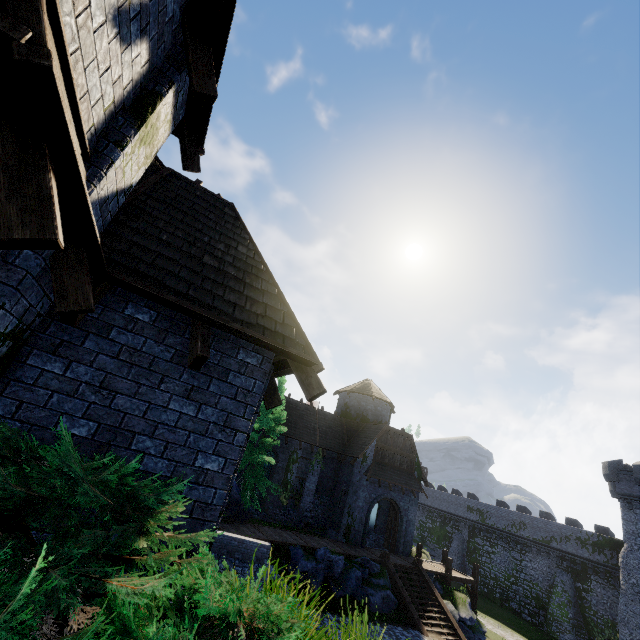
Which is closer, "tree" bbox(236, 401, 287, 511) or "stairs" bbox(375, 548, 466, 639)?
"stairs" bbox(375, 548, 466, 639)

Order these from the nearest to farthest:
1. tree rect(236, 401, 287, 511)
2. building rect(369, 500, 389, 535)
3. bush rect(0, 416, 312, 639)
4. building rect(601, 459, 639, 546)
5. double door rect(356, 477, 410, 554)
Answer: bush rect(0, 416, 312, 639), tree rect(236, 401, 287, 511), double door rect(356, 477, 410, 554), building rect(369, 500, 389, 535), building rect(601, 459, 639, 546)

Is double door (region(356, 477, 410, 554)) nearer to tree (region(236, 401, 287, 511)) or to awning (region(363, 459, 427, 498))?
awning (region(363, 459, 427, 498))

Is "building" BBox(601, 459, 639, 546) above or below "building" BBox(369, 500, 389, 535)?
above

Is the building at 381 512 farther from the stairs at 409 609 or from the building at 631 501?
the building at 631 501

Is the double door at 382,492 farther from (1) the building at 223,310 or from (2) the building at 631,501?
(2) the building at 631,501

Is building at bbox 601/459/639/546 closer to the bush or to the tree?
the tree

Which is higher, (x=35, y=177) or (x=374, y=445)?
(x=374, y=445)
